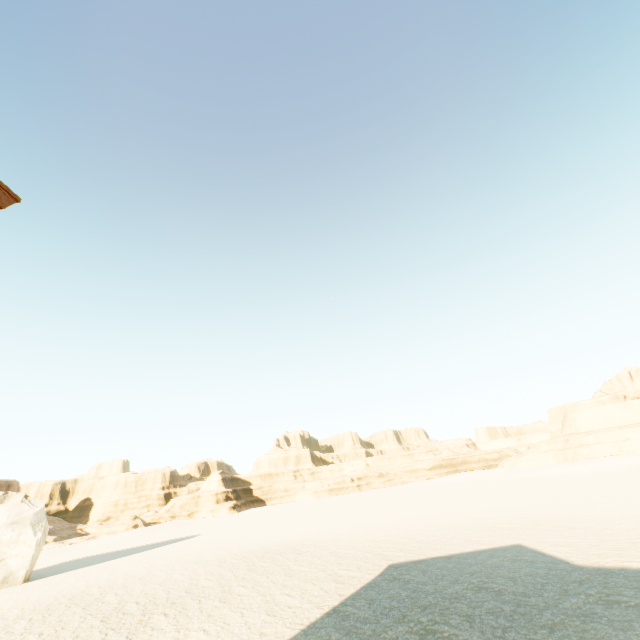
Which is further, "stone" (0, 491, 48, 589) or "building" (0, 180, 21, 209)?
"stone" (0, 491, 48, 589)

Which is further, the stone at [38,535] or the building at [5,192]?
the stone at [38,535]

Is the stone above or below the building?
below

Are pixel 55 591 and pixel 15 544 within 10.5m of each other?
yes

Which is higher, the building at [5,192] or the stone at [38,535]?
the building at [5,192]
